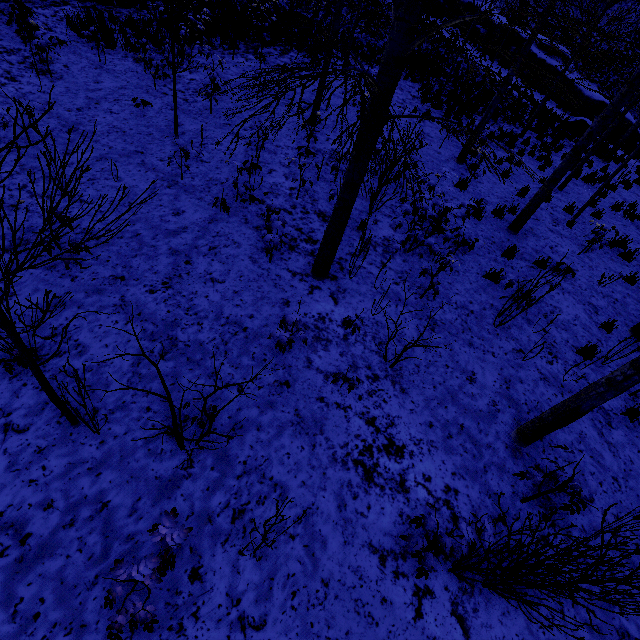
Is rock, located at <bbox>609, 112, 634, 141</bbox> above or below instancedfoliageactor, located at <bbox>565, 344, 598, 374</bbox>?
above

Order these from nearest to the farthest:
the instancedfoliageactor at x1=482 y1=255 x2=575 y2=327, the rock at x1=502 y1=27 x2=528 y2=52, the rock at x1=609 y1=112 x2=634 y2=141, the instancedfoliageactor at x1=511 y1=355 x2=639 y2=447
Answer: the instancedfoliageactor at x1=511 y1=355 x2=639 y2=447 → the instancedfoliageactor at x1=482 y1=255 x2=575 y2=327 → the rock at x1=609 y1=112 x2=634 y2=141 → the rock at x1=502 y1=27 x2=528 y2=52

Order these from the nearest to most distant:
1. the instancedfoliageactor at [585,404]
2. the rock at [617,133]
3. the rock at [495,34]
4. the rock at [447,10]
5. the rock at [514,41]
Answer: the instancedfoliageactor at [585,404] → the rock at [617,133] → the rock at [514,41] → the rock at [495,34] → the rock at [447,10]

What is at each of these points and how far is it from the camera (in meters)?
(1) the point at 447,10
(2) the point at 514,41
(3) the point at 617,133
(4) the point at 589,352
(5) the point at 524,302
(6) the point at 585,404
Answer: (1) rock, 26.80
(2) rock, 23.03
(3) rock, 21.36
(4) instancedfoliageactor, 5.80
(5) instancedfoliageactor, 5.58
(6) instancedfoliageactor, 3.67

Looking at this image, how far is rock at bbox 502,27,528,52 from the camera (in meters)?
22.81

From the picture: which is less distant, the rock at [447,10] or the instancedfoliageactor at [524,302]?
the instancedfoliageactor at [524,302]

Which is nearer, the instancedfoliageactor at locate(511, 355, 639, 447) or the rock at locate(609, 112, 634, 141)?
the instancedfoliageactor at locate(511, 355, 639, 447)

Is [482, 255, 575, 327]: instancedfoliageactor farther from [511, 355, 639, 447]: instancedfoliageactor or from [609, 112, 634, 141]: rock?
[609, 112, 634, 141]: rock
